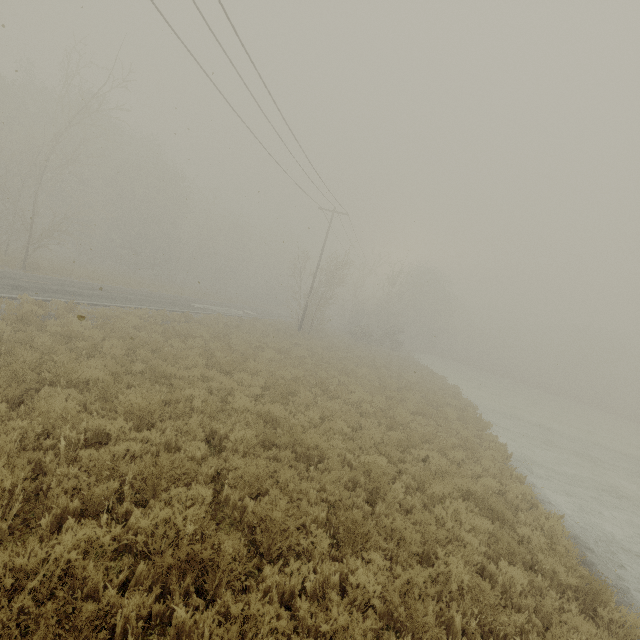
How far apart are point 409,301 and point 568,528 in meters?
38.2

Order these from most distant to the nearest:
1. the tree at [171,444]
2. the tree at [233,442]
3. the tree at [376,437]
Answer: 1. the tree at [376,437]
2. the tree at [233,442]
3. the tree at [171,444]

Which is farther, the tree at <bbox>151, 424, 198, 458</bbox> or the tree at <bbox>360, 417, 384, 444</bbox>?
the tree at <bbox>360, 417, 384, 444</bbox>

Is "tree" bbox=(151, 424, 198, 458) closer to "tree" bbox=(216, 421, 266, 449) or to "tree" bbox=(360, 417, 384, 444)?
"tree" bbox=(216, 421, 266, 449)

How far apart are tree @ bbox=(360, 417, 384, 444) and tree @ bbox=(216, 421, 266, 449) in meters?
4.7 m

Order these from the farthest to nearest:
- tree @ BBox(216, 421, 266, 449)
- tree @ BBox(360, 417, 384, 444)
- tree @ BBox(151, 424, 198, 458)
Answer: tree @ BBox(360, 417, 384, 444), tree @ BBox(216, 421, 266, 449), tree @ BBox(151, 424, 198, 458)

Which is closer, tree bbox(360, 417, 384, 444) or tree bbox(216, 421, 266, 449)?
tree bbox(216, 421, 266, 449)

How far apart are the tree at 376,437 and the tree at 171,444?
6.0m
